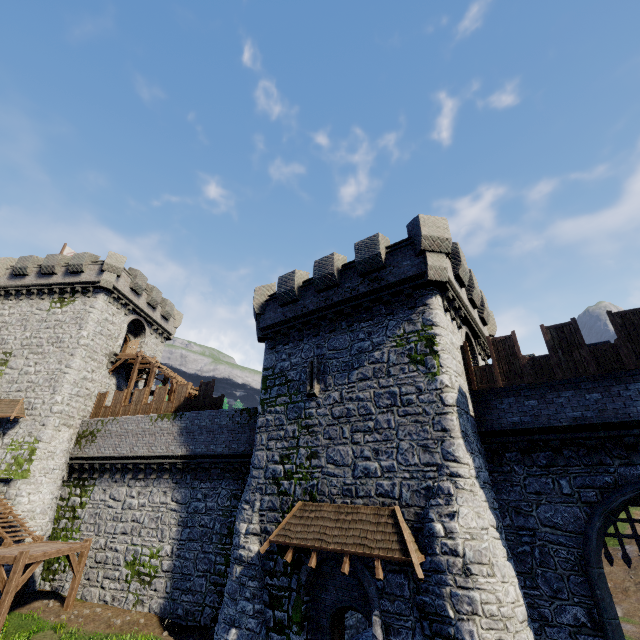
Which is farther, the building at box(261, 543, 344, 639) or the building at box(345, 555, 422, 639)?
the building at box(261, 543, 344, 639)

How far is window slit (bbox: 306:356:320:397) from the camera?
14.74m

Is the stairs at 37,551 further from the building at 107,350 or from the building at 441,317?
the building at 441,317

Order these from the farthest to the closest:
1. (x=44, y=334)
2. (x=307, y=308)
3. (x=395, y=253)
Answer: (x=44, y=334) → (x=307, y=308) → (x=395, y=253)

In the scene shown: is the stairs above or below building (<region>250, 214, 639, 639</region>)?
below

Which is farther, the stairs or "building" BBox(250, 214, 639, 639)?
the stairs

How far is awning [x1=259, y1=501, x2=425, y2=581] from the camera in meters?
9.7 m

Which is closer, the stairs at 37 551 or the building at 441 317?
the building at 441 317
